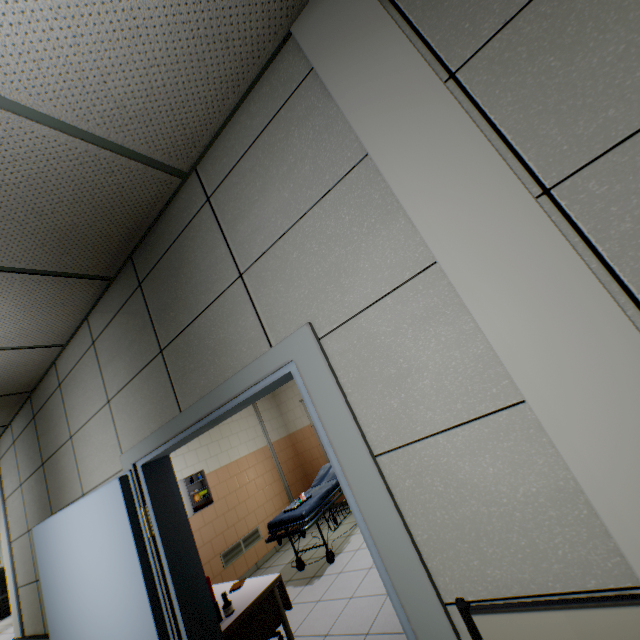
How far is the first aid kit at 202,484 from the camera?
5.5m

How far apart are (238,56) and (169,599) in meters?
2.9 m

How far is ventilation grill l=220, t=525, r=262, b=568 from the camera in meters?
5.4 m

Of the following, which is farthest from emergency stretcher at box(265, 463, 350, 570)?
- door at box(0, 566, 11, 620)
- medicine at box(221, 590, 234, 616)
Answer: door at box(0, 566, 11, 620)

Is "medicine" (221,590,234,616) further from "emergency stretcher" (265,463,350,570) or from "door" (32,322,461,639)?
"emergency stretcher" (265,463,350,570)

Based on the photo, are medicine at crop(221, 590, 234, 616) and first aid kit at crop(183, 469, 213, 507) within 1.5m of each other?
no

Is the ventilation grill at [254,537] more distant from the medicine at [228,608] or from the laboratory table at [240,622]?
the medicine at [228,608]

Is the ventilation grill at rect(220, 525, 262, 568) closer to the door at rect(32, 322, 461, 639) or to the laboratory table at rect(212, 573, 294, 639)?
the laboratory table at rect(212, 573, 294, 639)
